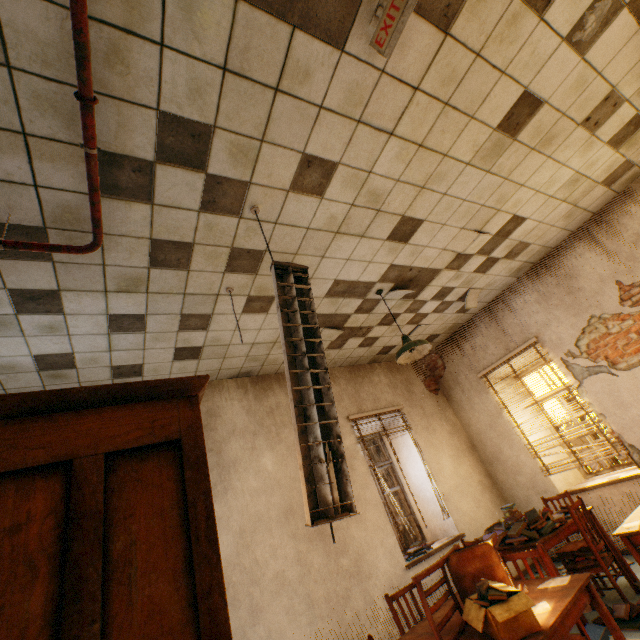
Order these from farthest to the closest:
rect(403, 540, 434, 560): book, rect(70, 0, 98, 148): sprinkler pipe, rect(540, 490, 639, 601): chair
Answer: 1. rect(403, 540, 434, 560): book
2. rect(540, 490, 639, 601): chair
3. rect(70, 0, 98, 148): sprinkler pipe

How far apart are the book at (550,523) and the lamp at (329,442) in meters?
3.3

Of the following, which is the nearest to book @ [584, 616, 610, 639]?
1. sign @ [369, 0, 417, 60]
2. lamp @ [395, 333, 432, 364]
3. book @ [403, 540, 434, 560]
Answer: book @ [403, 540, 434, 560]

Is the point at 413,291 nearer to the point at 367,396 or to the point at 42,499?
the point at 367,396

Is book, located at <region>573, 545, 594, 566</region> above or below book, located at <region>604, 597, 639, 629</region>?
above

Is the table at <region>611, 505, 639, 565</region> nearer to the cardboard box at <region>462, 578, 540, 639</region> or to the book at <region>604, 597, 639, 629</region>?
the book at <region>604, 597, 639, 629</region>

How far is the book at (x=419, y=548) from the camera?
4.67m

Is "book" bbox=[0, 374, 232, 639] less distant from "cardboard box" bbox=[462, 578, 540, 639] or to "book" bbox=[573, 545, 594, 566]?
"cardboard box" bbox=[462, 578, 540, 639]
